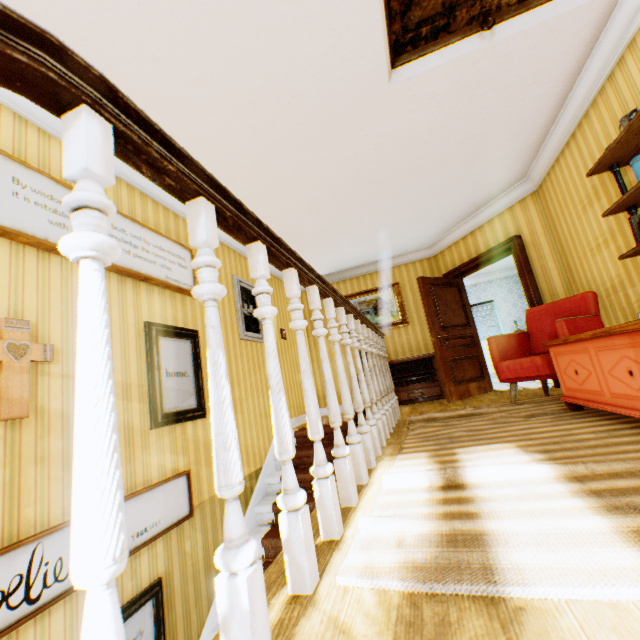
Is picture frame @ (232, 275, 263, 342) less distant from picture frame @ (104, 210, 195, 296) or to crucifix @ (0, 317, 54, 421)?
picture frame @ (104, 210, 195, 296)

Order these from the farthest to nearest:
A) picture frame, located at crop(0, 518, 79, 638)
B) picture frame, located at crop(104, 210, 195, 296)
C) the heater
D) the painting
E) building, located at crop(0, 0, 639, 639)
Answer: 1. the painting
2. the heater
3. picture frame, located at crop(104, 210, 195, 296)
4. picture frame, located at crop(0, 518, 79, 638)
5. building, located at crop(0, 0, 639, 639)

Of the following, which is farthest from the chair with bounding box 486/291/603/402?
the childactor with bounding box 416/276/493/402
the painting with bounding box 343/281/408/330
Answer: the painting with bounding box 343/281/408/330

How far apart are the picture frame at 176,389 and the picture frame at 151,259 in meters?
0.4

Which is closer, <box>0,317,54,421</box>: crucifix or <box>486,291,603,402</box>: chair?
<box>0,317,54,421</box>: crucifix

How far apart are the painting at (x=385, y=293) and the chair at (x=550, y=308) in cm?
259

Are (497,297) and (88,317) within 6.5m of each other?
no

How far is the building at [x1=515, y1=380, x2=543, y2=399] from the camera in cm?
436
